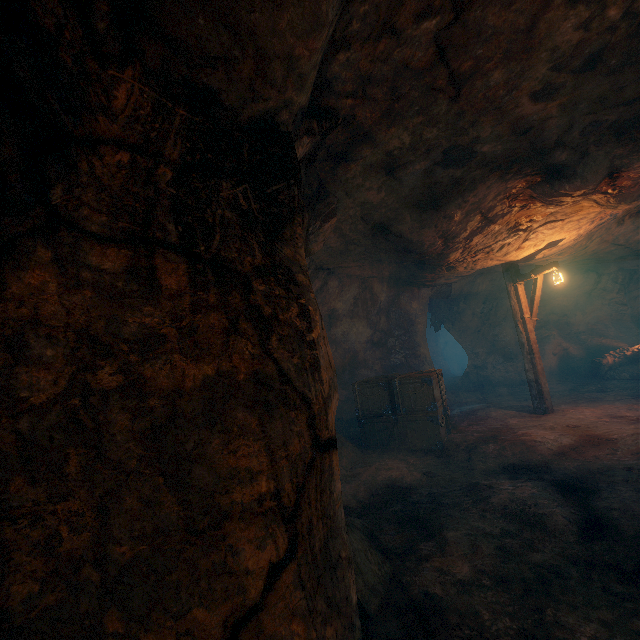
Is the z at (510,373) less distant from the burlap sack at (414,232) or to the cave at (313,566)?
the burlap sack at (414,232)

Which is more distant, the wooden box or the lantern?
the lantern

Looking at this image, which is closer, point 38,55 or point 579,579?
point 38,55

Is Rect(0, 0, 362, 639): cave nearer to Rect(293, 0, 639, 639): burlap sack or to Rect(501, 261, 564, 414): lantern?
Rect(293, 0, 639, 639): burlap sack

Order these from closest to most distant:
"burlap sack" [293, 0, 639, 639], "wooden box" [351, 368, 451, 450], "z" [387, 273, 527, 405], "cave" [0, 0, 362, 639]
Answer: "cave" [0, 0, 362, 639] → "burlap sack" [293, 0, 639, 639] → "wooden box" [351, 368, 451, 450] → "z" [387, 273, 527, 405]

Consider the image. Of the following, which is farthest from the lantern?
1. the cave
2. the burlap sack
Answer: the cave

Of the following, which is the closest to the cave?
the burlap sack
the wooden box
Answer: the burlap sack

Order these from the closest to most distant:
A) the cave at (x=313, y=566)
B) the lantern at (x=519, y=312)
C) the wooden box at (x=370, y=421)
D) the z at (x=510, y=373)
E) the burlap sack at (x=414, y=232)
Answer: the cave at (x=313, y=566) → the burlap sack at (x=414, y=232) → the wooden box at (x=370, y=421) → the lantern at (x=519, y=312) → the z at (x=510, y=373)
